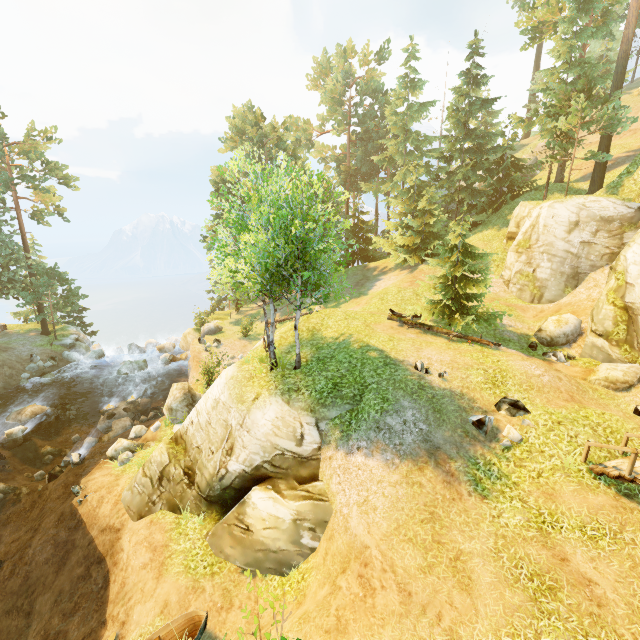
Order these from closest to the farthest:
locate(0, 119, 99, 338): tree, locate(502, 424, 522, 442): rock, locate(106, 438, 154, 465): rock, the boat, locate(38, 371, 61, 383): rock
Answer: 1. the boat
2. locate(502, 424, 522, 442): rock
3. locate(106, 438, 154, 465): rock
4. locate(38, 371, 61, 383): rock
5. locate(0, 119, 99, 338): tree

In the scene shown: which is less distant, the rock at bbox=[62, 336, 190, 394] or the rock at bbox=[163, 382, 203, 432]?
the rock at bbox=[163, 382, 203, 432]

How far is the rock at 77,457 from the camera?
17.75m

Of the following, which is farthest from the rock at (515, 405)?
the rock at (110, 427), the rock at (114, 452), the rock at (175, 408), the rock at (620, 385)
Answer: the rock at (110, 427)

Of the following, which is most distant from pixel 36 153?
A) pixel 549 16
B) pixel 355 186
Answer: pixel 549 16

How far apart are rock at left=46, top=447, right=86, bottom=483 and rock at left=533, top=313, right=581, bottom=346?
26.9 meters

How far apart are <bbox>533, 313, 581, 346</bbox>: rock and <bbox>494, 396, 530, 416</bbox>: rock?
7.92m

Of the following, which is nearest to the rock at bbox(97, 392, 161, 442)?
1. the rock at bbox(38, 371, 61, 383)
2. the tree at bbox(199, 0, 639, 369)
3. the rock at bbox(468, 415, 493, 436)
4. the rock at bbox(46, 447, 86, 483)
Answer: the rock at bbox(46, 447, 86, 483)
